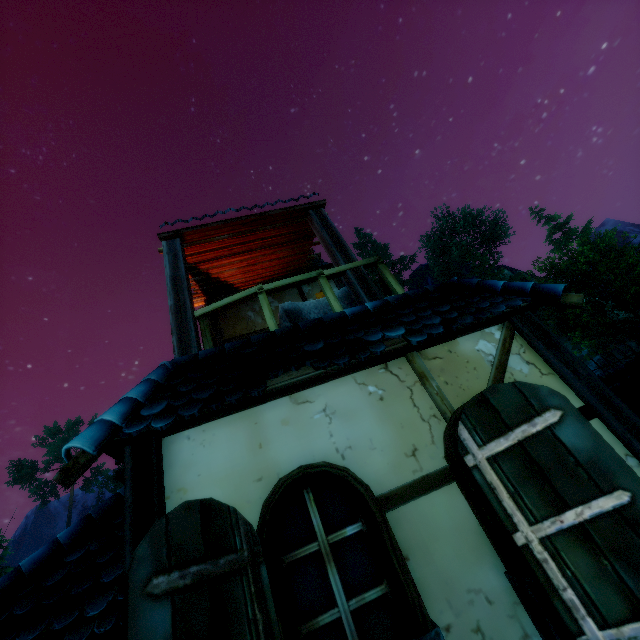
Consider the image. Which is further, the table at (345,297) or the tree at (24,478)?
the tree at (24,478)

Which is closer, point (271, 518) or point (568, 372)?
point (271, 518)

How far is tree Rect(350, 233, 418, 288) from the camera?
51.7 meters

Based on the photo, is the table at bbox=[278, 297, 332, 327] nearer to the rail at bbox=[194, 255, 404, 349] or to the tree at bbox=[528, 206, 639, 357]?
the rail at bbox=[194, 255, 404, 349]

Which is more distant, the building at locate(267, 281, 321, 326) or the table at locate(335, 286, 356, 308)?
the building at locate(267, 281, 321, 326)

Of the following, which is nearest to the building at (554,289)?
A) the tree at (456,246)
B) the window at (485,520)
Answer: the window at (485,520)

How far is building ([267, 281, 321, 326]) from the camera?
7.81m
